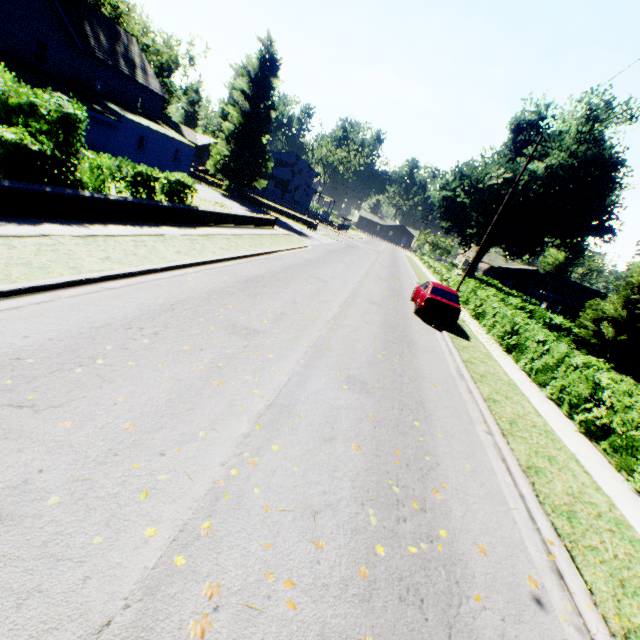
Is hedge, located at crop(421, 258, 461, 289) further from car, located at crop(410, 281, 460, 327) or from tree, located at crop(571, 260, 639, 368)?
car, located at crop(410, 281, 460, 327)

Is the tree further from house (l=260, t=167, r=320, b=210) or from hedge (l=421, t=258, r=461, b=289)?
house (l=260, t=167, r=320, b=210)

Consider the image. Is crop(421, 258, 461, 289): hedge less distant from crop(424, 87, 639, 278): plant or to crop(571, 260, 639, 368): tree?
crop(571, 260, 639, 368): tree

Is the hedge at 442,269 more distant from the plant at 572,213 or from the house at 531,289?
the house at 531,289

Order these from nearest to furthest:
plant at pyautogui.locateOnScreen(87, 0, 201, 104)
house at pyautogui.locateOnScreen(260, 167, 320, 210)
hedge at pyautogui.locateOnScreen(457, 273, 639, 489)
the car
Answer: hedge at pyautogui.locateOnScreen(457, 273, 639, 489) → the car → plant at pyautogui.locateOnScreen(87, 0, 201, 104) → house at pyautogui.locateOnScreen(260, 167, 320, 210)

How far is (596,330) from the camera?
26.3 meters

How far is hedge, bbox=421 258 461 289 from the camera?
29.1m

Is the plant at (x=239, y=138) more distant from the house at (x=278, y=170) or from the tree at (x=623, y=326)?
the tree at (x=623, y=326)
